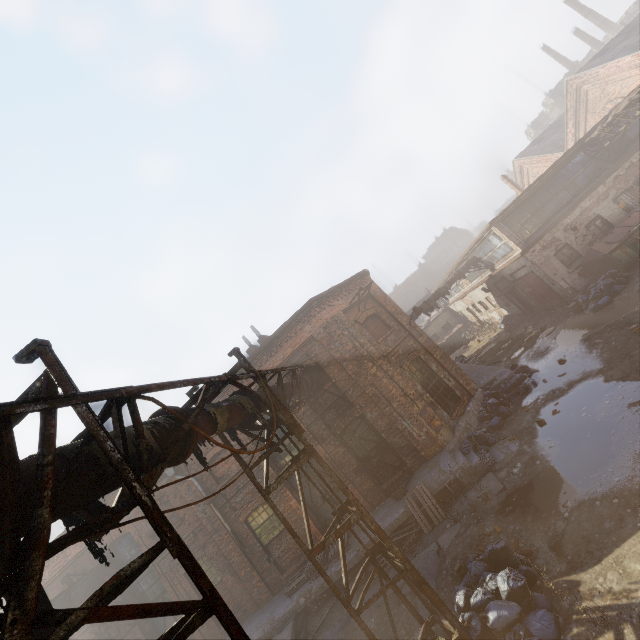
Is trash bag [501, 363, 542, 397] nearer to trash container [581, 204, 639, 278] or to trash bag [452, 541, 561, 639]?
trash container [581, 204, 639, 278]

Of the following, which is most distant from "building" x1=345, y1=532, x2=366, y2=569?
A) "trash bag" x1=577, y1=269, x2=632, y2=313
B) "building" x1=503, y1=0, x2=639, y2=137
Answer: "building" x1=503, y1=0, x2=639, y2=137

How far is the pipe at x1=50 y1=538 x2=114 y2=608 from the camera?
2.94m

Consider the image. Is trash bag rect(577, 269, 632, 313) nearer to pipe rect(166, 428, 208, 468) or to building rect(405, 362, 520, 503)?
building rect(405, 362, 520, 503)

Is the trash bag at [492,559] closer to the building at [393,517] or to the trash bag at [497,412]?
the building at [393,517]

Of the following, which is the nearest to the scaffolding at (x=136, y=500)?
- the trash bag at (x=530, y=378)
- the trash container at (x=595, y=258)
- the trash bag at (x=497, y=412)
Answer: the trash bag at (x=497, y=412)

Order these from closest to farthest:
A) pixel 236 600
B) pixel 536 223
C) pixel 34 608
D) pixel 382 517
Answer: pixel 34 608 < pixel 382 517 < pixel 236 600 < pixel 536 223

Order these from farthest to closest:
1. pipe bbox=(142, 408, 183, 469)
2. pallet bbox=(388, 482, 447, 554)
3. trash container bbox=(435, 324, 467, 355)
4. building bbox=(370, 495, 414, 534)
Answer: trash container bbox=(435, 324, 467, 355) < building bbox=(370, 495, 414, 534) < pallet bbox=(388, 482, 447, 554) < pipe bbox=(142, 408, 183, 469)
